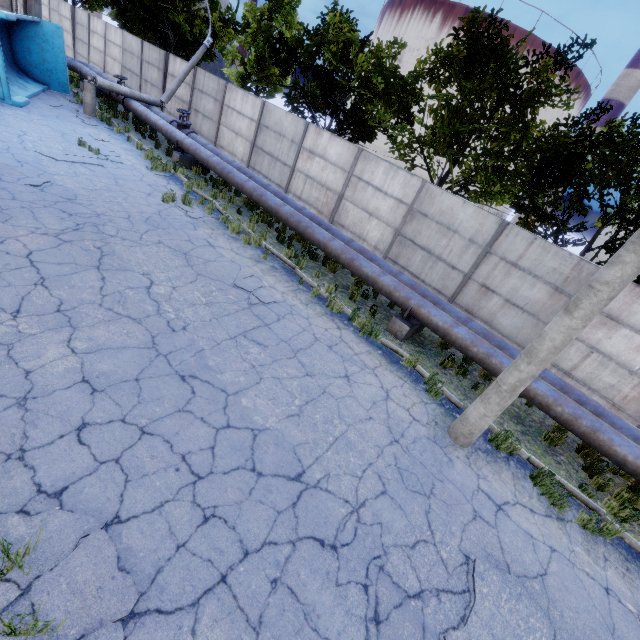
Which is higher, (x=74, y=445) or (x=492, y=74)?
(x=492, y=74)

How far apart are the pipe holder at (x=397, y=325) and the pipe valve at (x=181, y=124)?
12.9 meters

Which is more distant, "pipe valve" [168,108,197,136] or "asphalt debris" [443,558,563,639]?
"pipe valve" [168,108,197,136]

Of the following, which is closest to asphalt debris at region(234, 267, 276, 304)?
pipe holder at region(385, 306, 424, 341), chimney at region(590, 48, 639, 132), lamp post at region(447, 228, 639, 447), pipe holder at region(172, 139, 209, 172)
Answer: pipe holder at region(385, 306, 424, 341)

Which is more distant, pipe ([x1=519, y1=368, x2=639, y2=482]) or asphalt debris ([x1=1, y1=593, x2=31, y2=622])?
pipe ([x1=519, y1=368, x2=639, y2=482])

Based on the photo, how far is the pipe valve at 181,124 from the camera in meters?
14.8

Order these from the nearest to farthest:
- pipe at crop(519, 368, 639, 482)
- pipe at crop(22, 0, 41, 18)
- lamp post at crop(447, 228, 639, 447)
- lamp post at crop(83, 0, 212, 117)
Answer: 1. lamp post at crop(447, 228, 639, 447)
2. pipe at crop(519, 368, 639, 482)
3. lamp post at crop(83, 0, 212, 117)
4. pipe at crop(22, 0, 41, 18)

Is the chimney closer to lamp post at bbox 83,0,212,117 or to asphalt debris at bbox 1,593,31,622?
lamp post at bbox 83,0,212,117
